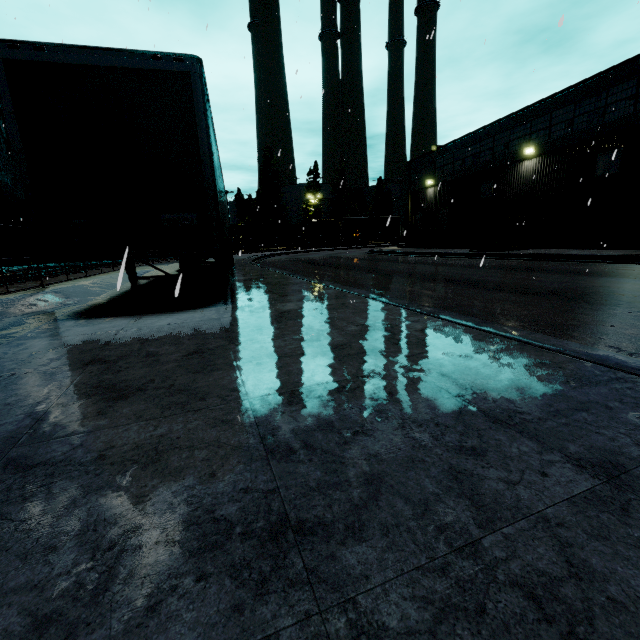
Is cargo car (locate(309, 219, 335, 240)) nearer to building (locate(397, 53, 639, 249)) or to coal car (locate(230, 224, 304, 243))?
coal car (locate(230, 224, 304, 243))

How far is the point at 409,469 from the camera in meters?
1.4

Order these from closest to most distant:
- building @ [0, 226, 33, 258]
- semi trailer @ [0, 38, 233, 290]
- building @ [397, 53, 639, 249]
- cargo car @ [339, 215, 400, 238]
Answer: semi trailer @ [0, 38, 233, 290]
building @ [397, 53, 639, 249]
building @ [0, 226, 33, 258]
cargo car @ [339, 215, 400, 238]

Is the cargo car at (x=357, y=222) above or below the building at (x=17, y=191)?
below

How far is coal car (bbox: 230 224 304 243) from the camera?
51.0m

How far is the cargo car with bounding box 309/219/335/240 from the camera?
A: 58.81m

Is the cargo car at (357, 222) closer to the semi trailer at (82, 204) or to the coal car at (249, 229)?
the coal car at (249, 229)
